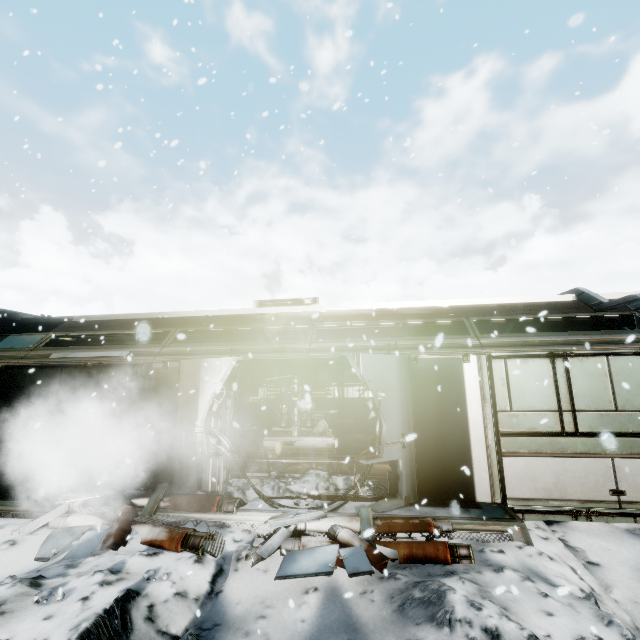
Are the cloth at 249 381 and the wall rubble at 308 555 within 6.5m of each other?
no

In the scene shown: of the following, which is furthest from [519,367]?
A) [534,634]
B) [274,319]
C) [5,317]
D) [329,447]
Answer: [5,317]

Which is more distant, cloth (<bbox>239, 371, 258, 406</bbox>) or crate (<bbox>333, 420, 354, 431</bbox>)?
cloth (<bbox>239, 371, 258, 406</bbox>)

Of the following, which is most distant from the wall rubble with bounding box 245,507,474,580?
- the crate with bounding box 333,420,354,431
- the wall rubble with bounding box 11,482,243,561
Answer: the crate with bounding box 333,420,354,431

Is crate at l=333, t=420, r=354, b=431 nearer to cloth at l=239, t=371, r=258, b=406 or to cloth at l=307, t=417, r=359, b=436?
cloth at l=307, t=417, r=359, b=436

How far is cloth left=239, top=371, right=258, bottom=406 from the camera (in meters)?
16.72

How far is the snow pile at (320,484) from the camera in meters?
6.4 m

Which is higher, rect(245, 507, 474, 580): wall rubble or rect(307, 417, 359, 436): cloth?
rect(307, 417, 359, 436): cloth
